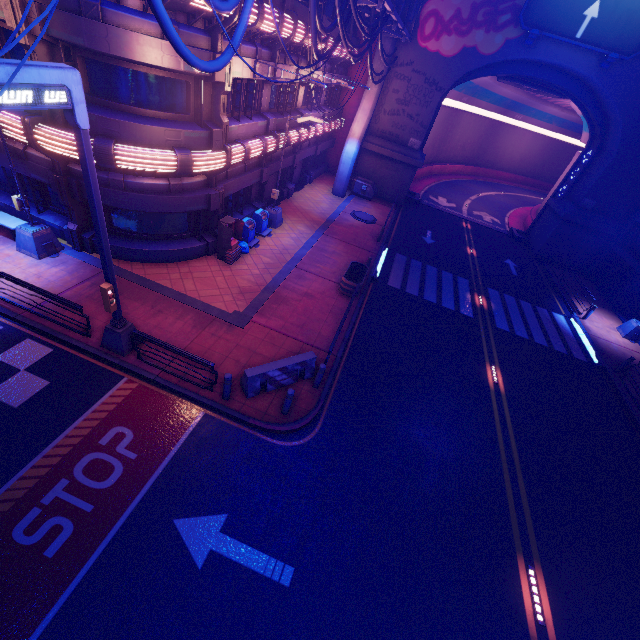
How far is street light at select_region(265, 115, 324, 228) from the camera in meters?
15.7

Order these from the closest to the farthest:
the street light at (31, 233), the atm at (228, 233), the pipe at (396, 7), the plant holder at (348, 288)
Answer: the street light at (31, 233) → the pipe at (396, 7) → the atm at (228, 233) → the plant holder at (348, 288)

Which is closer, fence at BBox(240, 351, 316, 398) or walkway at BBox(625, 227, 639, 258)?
fence at BBox(240, 351, 316, 398)

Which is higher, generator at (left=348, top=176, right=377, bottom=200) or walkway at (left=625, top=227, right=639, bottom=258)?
walkway at (left=625, top=227, right=639, bottom=258)

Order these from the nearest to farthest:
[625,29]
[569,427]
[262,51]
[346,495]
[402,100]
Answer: [346,495] → [569,427] → [262,51] → [625,29] → [402,100]

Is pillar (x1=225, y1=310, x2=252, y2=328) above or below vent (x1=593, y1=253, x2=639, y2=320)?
below

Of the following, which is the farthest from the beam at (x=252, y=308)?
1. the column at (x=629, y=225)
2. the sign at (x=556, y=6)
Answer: the column at (x=629, y=225)

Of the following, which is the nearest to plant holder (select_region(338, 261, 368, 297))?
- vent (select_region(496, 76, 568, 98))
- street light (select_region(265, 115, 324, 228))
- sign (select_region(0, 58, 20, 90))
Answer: street light (select_region(265, 115, 324, 228))
